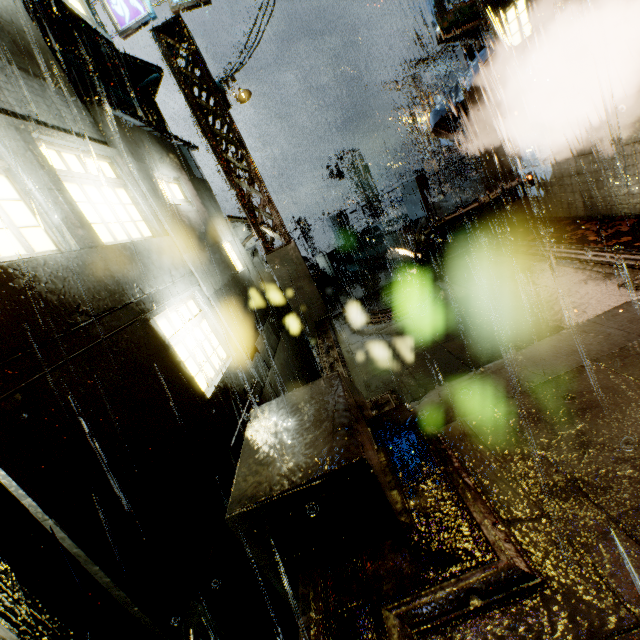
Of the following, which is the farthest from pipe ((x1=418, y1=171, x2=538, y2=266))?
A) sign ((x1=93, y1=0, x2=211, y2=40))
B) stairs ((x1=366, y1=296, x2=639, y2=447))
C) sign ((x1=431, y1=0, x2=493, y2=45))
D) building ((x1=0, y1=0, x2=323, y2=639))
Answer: sign ((x1=93, y1=0, x2=211, y2=40))

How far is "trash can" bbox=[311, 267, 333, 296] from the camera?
14.4m

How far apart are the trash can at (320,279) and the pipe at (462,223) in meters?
4.1 m

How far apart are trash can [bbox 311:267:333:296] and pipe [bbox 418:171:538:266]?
4.1 meters

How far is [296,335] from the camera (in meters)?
13.63

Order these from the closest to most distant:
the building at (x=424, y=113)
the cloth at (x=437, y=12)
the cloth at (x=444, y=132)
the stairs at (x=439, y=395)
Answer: the stairs at (x=439, y=395)
the cloth at (x=437, y=12)
the cloth at (x=444, y=132)
the building at (x=424, y=113)

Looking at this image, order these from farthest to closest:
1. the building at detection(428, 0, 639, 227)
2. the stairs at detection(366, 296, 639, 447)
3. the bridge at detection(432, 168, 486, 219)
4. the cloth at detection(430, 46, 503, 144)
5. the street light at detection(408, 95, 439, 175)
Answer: the street light at detection(408, 95, 439, 175) → the bridge at detection(432, 168, 486, 219) → the cloth at detection(430, 46, 503, 144) → the building at detection(428, 0, 639, 227) → the stairs at detection(366, 296, 639, 447)

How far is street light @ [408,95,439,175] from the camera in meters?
24.5 m
